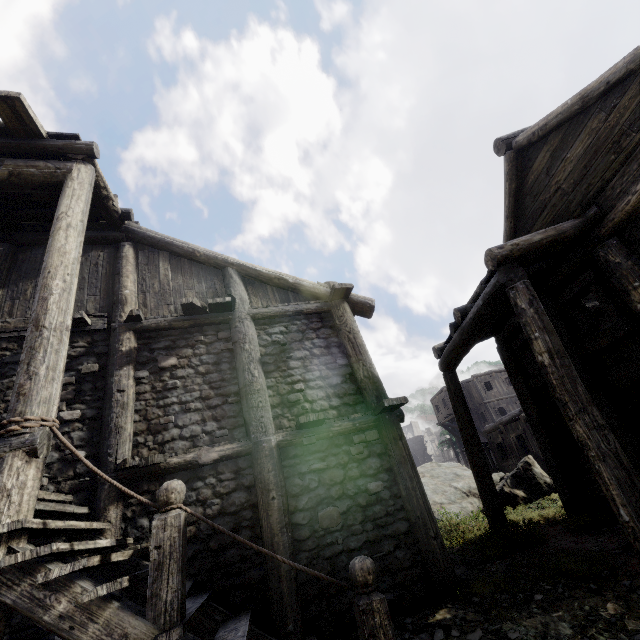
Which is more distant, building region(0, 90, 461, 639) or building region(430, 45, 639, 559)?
building region(430, 45, 639, 559)

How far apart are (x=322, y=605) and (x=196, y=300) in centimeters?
568cm

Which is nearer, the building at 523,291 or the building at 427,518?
the building at 427,518
